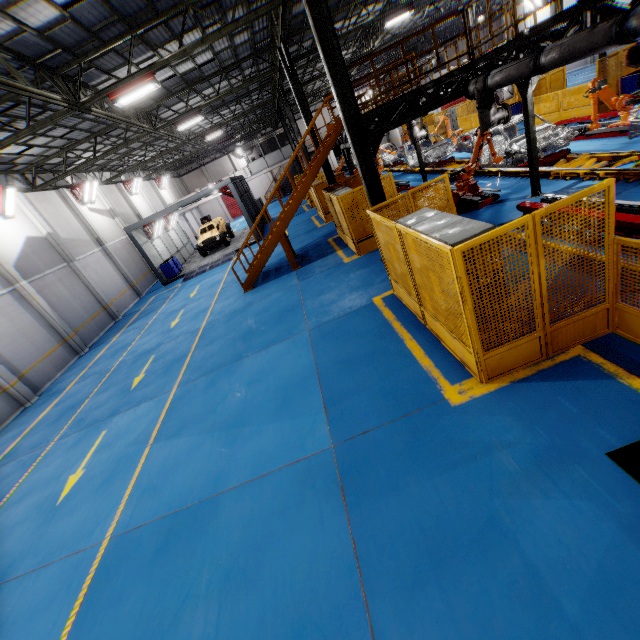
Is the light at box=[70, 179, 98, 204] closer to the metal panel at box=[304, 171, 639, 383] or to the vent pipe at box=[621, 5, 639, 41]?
the metal panel at box=[304, 171, 639, 383]

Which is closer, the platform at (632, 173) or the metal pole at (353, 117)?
the metal pole at (353, 117)

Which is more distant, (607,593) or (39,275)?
(39,275)

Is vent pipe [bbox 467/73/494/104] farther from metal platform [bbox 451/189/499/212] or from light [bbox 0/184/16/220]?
light [bbox 0/184/16/220]

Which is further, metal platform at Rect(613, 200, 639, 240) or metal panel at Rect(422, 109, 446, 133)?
metal panel at Rect(422, 109, 446, 133)

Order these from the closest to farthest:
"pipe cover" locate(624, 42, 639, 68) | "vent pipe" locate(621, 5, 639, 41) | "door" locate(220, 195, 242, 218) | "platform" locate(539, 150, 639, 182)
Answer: "vent pipe" locate(621, 5, 639, 41)
"platform" locate(539, 150, 639, 182)
"pipe cover" locate(624, 42, 639, 68)
"door" locate(220, 195, 242, 218)

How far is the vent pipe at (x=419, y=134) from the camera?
14.9 meters

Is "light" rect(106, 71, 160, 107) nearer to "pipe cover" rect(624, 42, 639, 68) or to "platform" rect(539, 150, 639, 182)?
"platform" rect(539, 150, 639, 182)
